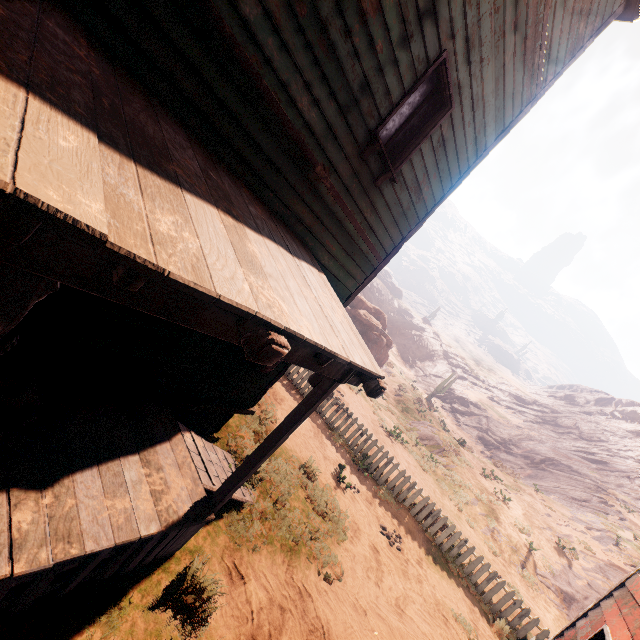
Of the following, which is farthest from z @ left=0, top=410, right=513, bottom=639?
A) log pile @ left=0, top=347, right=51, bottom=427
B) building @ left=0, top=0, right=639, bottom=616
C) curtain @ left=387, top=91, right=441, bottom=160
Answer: curtain @ left=387, top=91, right=441, bottom=160

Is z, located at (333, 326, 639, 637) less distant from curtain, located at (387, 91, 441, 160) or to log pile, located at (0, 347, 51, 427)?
log pile, located at (0, 347, 51, 427)

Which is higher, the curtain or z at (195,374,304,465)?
A: the curtain

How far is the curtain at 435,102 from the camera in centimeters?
466cm

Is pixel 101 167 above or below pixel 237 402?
above

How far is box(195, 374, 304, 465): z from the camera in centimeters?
669cm

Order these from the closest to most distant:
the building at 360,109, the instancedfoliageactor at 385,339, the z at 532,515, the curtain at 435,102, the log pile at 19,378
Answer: the building at 360,109 → the log pile at 19,378 → the curtain at 435,102 → the z at 532,515 → the instancedfoliageactor at 385,339

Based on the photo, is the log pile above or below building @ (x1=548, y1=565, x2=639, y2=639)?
A: below
